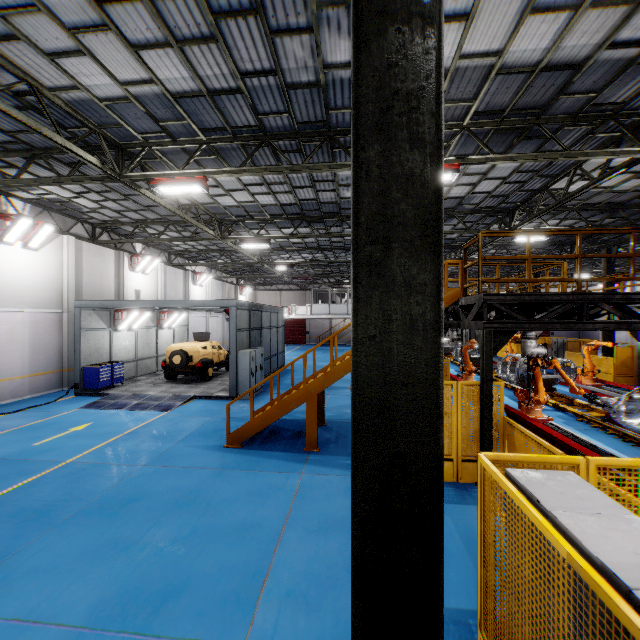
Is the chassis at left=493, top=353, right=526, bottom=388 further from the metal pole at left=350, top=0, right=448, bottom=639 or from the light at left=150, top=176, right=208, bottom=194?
the light at left=150, top=176, right=208, bottom=194

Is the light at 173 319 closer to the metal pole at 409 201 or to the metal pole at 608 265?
Result: the metal pole at 409 201

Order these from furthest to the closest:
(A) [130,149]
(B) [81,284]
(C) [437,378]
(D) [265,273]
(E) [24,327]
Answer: (D) [265,273] → (B) [81,284] → (E) [24,327] → (A) [130,149] → (C) [437,378]

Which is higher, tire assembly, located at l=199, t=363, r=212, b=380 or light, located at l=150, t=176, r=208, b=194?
light, located at l=150, t=176, r=208, b=194

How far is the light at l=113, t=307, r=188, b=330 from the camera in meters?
15.4

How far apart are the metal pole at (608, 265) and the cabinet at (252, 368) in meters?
Result: 20.3

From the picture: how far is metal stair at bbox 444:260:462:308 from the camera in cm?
845

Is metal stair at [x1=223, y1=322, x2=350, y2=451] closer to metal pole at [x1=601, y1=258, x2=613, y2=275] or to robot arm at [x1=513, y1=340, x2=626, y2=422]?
robot arm at [x1=513, y1=340, x2=626, y2=422]
